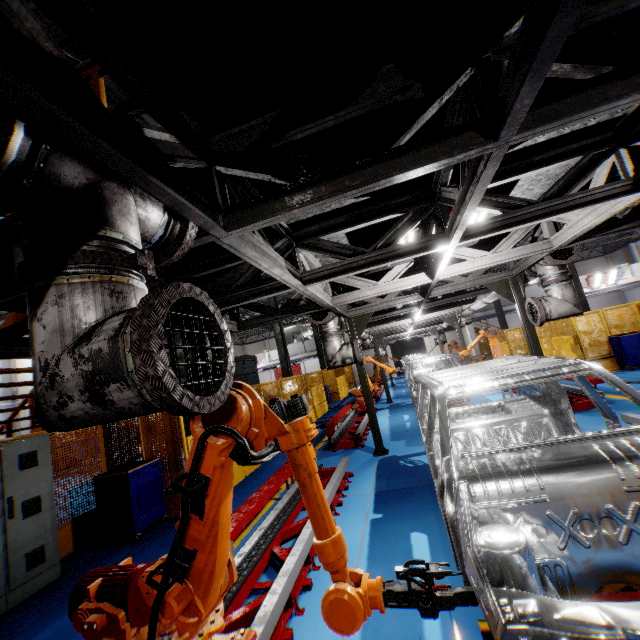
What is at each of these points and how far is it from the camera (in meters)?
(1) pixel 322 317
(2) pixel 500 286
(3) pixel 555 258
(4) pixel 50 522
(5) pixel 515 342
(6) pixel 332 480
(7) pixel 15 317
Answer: (1) pipe cover, 6.78
(2) metal pole, 7.44
(3) pipe cover, 5.90
(4) cabinet, 5.03
(5) metal panel, 19.59
(6) metal platform, 5.48
(7) metal stair, 5.01

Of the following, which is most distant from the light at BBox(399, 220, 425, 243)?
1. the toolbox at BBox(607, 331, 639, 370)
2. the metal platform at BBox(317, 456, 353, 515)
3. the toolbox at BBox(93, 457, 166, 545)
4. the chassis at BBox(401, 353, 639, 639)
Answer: the toolbox at BBox(607, 331, 639, 370)

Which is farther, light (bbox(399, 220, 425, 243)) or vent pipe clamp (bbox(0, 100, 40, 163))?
light (bbox(399, 220, 425, 243))

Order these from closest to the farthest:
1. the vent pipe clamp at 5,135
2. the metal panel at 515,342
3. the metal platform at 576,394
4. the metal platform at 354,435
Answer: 1. the vent pipe clamp at 5,135
2. the metal platform at 576,394
3. the metal platform at 354,435
4. the metal panel at 515,342

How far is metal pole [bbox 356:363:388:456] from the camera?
7.65m

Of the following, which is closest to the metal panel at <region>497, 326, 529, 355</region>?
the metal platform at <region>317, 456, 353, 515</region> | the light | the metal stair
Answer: the metal stair

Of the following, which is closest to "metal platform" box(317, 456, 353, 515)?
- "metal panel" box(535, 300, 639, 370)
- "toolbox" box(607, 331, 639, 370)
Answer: "metal panel" box(535, 300, 639, 370)

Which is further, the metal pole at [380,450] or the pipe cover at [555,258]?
the metal pole at [380,450]
